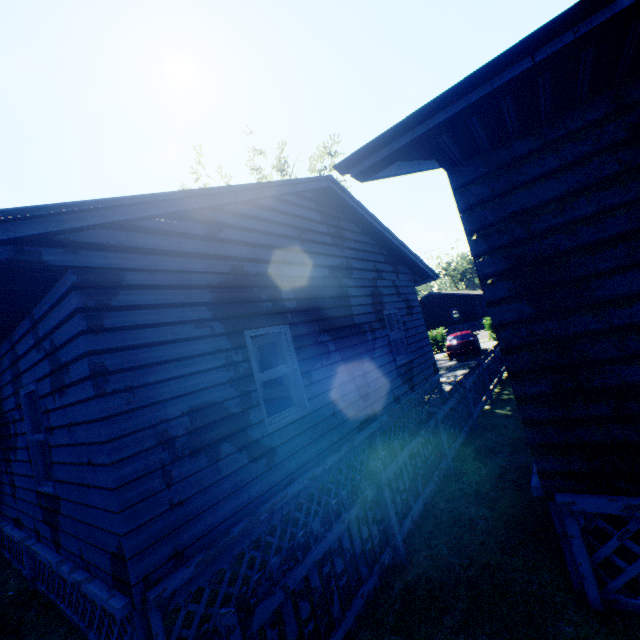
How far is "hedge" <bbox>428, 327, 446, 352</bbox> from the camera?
27.5 meters

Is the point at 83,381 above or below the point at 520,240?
below

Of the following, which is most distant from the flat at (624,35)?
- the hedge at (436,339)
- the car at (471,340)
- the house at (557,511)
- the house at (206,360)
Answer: the hedge at (436,339)

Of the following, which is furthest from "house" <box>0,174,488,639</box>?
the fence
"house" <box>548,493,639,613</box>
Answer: "house" <box>548,493,639,613</box>

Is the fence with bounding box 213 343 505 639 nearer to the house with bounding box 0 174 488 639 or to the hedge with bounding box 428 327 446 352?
the hedge with bounding box 428 327 446 352

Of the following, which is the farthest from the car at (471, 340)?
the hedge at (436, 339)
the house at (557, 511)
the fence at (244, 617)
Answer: the house at (557, 511)

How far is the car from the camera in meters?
19.5 m

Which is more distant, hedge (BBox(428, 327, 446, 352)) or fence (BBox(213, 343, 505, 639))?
hedge (BBox(428, 327, 446, 352))
